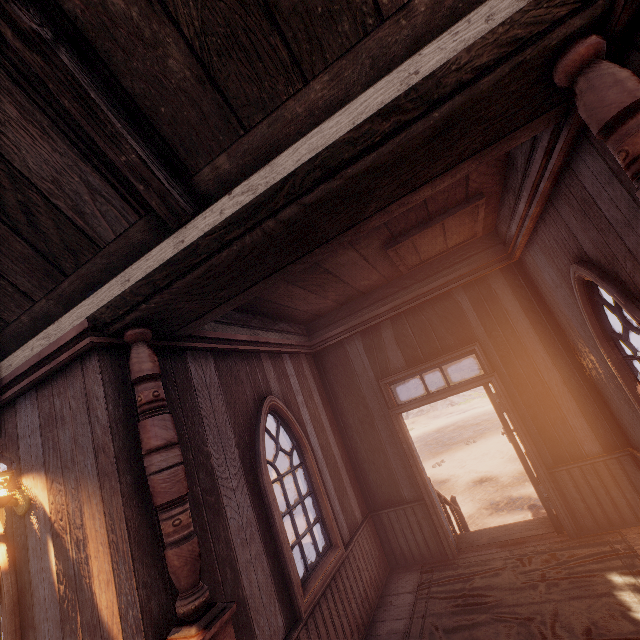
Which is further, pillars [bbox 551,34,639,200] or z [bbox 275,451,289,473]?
z [bbox 275,451,289,473]

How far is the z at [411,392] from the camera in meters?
33.7

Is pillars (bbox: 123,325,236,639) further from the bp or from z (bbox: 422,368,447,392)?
z (bbox: 422,368,447,392)

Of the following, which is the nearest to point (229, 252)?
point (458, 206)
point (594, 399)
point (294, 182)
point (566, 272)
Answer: point (294, 182)

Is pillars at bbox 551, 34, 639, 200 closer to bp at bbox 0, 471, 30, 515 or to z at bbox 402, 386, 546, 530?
z at bbox 402, 386, 546, 530

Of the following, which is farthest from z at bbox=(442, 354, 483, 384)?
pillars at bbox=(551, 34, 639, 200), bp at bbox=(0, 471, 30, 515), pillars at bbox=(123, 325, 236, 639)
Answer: bp at bbox=(0, 471, 30, 515)
